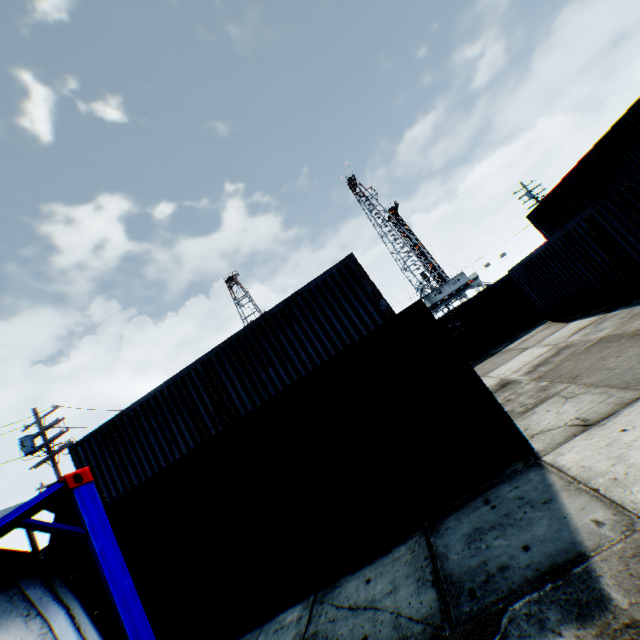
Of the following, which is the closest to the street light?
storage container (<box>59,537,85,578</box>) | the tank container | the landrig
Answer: the tank container

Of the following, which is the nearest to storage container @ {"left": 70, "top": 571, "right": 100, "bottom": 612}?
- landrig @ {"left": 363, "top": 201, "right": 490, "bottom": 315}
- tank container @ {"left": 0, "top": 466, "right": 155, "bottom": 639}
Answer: tank container @ {"left": 0, "top": 466, "right": 155, "bottom": 639}

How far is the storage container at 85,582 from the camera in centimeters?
616cm

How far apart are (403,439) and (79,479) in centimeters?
454cm

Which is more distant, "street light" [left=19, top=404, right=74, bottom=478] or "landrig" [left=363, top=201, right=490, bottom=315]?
"landrig" [left=363, top=201, right=490, bottom=315]

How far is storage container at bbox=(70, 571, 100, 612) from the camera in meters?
6.2 m

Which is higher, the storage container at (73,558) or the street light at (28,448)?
the street light at (28,448)

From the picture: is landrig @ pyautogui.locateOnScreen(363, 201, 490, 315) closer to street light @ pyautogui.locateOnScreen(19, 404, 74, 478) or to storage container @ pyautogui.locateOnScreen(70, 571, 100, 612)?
storage container @ pyautogui.locateOnScreen(70, 571, 100, 612)
